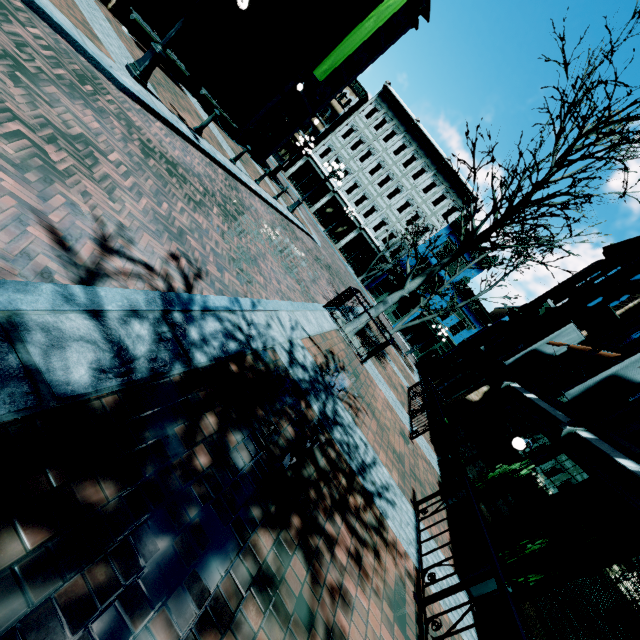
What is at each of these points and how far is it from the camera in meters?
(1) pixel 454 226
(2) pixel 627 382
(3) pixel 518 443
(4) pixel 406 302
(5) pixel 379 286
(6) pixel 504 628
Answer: (1) building, 30.6
(2) banner, 7.9
(3) light, 8.3
(4) building, 32.3
(5) building, 33.0
(6) building, 5.2

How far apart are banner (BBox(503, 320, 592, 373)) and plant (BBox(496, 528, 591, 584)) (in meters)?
8.96

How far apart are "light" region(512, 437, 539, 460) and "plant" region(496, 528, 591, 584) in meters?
3.5 m

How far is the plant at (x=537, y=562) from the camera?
4.88m

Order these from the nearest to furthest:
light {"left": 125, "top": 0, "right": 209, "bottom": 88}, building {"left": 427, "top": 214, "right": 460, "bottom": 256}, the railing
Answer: the railing < light {"left": 125, "top": 0, "right": 209, "bottom": 88} < building {"left": 427, "top": 214, "right": 460, "bottom": 256}

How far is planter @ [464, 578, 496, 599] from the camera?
5.1 meters

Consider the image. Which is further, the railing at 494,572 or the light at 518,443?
the light at 518,443

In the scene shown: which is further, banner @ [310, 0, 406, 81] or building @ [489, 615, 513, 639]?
banner @ [310, 0, 406, 81]
